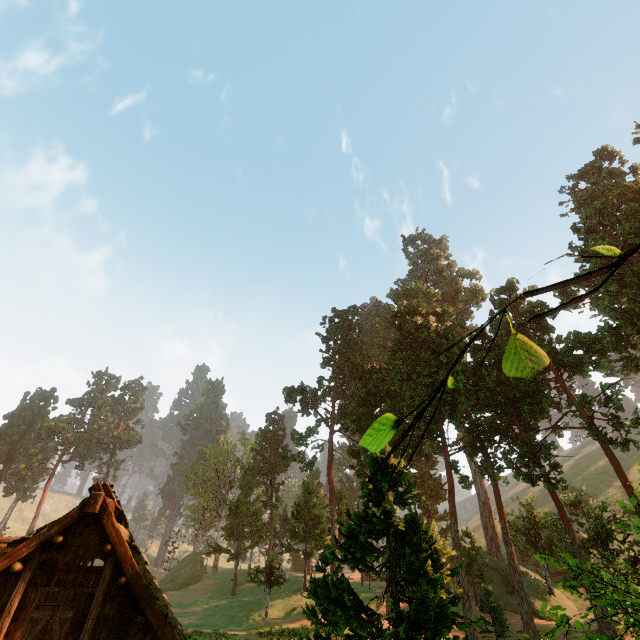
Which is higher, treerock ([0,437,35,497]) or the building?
treerock ([0,437,35,497])

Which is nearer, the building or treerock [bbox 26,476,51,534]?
the building

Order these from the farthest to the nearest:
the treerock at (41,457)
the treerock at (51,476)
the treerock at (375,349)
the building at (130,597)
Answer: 1. the treerock at (41,457)
2. the treerock at (51,476)
3. the building at (130,597)
4. the treerock at (375,349)

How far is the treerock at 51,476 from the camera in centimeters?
5565cm

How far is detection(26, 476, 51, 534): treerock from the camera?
55.7 meters

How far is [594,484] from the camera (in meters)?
52.56
